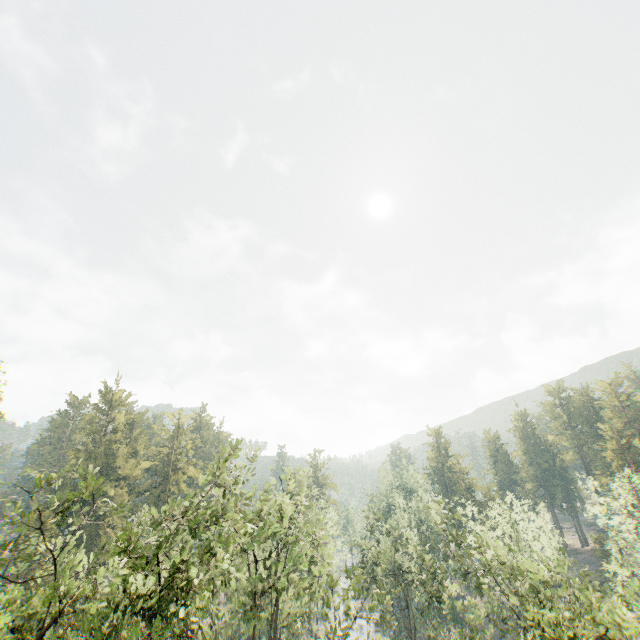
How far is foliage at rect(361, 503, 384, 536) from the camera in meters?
40.9

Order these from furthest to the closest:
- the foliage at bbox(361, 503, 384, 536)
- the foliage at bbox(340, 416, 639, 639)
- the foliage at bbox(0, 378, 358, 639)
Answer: the foliage at bbox(361, 503, 384, 536), the foliage at bbox(340, 416, 639, 639), the foliage at bbox(0, 378, 358, 639)

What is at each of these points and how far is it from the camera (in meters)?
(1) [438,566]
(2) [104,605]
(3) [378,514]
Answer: (1) foliage, 31.59
(2) foliage, 8.81
(3) foliage, 42.12

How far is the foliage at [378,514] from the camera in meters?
40.9

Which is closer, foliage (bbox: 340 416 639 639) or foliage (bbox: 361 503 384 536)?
foliage (bbox: 340 416 639 639)

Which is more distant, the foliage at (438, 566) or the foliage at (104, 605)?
the foliage at (438, 566)
